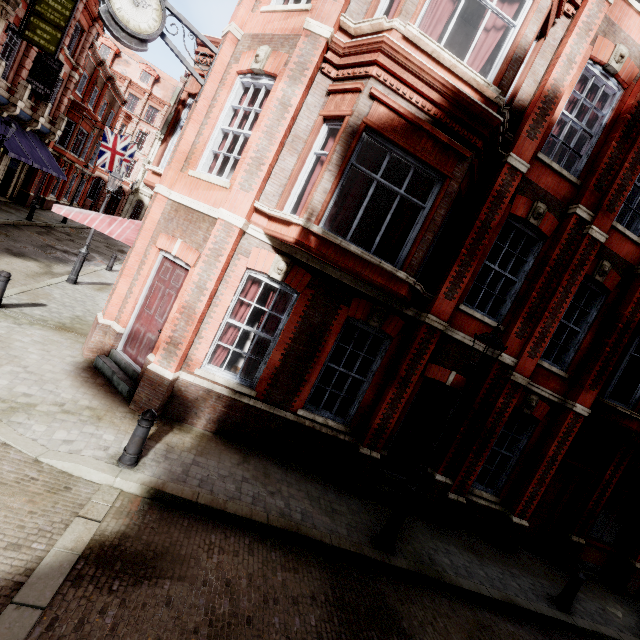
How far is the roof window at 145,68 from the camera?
42.9 meters

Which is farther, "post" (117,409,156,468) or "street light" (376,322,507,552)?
"street light" (376,322,507,552)

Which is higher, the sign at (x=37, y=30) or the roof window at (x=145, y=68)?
the roof window at (x=145, y=68)

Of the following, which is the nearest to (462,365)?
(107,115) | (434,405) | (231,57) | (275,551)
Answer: (434,405)

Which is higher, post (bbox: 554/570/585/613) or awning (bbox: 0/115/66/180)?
awning (bbox: 0/115/66/180)

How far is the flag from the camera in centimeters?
2509cm

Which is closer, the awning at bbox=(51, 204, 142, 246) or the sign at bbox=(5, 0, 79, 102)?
the awning at bbox=(51, 204, 142, 246)

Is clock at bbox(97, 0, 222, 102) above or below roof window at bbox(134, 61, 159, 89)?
below
